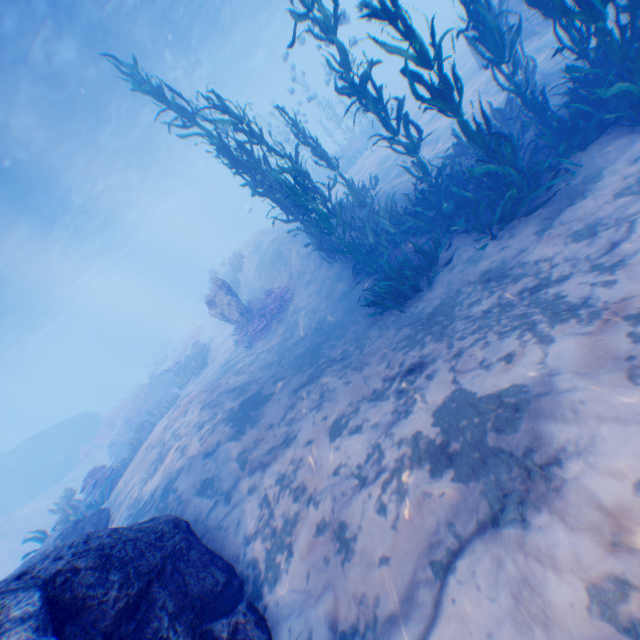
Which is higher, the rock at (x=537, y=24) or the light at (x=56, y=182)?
the light at (x=56, y=182)

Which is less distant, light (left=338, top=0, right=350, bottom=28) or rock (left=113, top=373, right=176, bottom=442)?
light (left=338, top=0, right=350, bottom=28)

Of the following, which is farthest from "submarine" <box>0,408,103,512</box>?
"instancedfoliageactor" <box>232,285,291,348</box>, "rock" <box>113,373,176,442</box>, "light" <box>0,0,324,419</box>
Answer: "instancedfoliageactor" <box>232,285,291,348</box>

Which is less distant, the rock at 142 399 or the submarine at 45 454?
the rock at 142 399

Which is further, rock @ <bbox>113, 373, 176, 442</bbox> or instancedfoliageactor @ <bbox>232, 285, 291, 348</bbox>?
rock @ <bbox>113, 373, 176, 442</bbox>

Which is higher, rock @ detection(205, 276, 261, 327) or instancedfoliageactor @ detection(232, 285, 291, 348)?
rock @ detection(205, 276, 261, 327)

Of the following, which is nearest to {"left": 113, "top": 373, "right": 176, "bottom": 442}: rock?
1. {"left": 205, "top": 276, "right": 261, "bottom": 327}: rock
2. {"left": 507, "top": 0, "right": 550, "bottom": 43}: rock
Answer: {"left": 205, "top": 276, "right": 261, "bottom": 327}: rock

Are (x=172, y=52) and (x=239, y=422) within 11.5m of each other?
no
